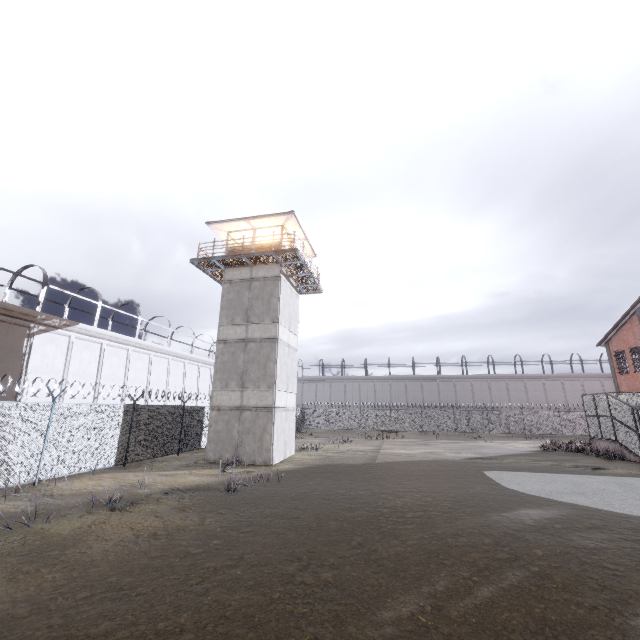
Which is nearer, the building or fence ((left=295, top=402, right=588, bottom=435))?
the building

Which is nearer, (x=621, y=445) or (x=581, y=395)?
(x=621, y=445)

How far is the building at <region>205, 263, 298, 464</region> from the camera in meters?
18.0

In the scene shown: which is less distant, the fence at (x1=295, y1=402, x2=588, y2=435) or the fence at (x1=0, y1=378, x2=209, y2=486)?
the fence at (x1=0, y1=378, x2=209, y2=486)

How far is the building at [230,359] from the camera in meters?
18.0

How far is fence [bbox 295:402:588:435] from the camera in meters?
38.6 m

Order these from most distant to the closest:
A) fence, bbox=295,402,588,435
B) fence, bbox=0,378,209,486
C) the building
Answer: fence, bbox=295,402,588,435
the building
fence, bbox=0,378,209,486

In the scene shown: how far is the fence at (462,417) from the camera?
38.6 meters
